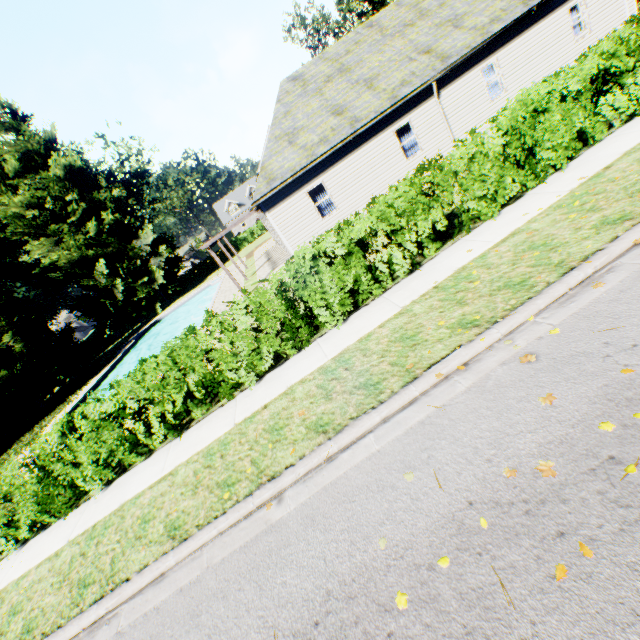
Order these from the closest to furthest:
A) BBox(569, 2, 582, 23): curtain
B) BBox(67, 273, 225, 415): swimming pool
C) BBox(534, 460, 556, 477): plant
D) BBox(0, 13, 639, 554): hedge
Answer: BBox(534, 460, 556, 477): plant, BBox(0, 13, 639, 554): hedge, BBox(569, 2, 582, 23): curtain, BBox(67, 273, 225, 415): swimming pool

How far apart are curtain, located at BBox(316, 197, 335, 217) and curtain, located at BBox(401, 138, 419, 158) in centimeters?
399cm

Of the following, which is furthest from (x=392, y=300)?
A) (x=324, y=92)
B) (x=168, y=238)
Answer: (x=168, y=238)

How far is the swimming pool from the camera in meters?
22.3

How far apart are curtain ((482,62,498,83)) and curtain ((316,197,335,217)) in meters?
9.1

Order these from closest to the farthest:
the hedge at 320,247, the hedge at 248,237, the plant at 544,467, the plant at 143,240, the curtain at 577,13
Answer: the plant at 544,467, the hedge at 320,247, the curtain at 577,13, the plant at 143,240, the hedge at 248,237

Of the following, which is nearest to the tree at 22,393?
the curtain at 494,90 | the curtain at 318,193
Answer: the curtain at 494,90

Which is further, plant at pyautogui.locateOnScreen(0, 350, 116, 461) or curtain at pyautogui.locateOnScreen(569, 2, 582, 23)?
plant at pyautogui.locateOnScreen(0, 350, 116, 461)
